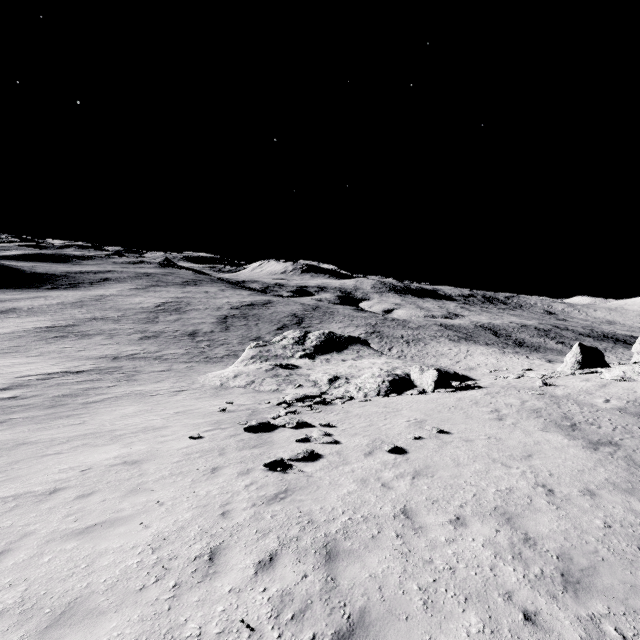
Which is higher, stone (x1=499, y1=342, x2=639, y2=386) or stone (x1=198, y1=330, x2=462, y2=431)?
stone (x1=499, y1=342, x2=639, y2=386)

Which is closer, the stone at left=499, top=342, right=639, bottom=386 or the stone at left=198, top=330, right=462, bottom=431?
the stone at left=499, top=342, right=639, bottom=386

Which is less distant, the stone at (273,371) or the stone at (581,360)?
the stone at (581,360)

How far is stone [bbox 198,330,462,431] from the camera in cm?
2354

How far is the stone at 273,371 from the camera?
23.54m

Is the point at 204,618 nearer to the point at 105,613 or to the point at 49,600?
the point at 105,613
